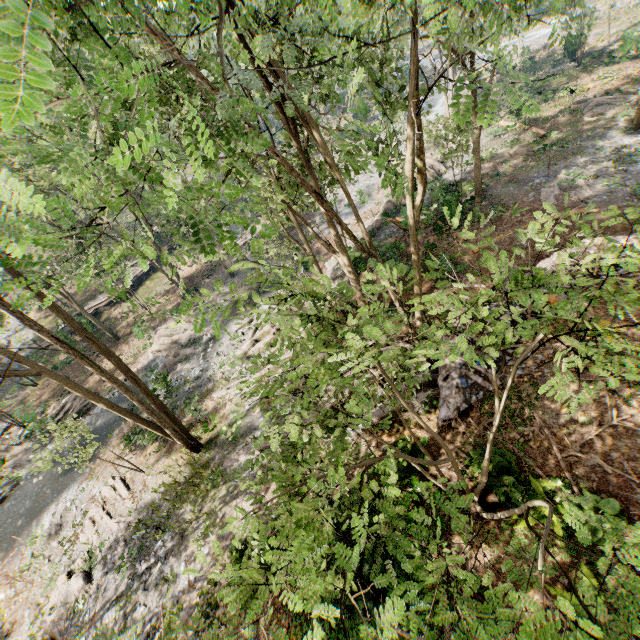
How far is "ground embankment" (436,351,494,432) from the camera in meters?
11.0

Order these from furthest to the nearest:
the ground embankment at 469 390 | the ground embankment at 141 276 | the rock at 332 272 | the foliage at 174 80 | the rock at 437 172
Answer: the ground embankment at 141 276
the rock at 437 172
the rock at 332 272
the ground embankment at 469 390
the foliage at 174 80

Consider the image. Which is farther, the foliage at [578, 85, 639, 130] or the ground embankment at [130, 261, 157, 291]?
the ground embankment at [130, 261, 157, 291]

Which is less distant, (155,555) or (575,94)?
(155,555)

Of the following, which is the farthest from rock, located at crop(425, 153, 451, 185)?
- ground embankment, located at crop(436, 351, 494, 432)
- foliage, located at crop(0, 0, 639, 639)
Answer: ground embankment, located at crop(436, 351, 494, 432)

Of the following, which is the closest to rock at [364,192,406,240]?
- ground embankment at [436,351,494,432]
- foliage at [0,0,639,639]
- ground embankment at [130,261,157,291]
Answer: foliage at [0,0,639,639]

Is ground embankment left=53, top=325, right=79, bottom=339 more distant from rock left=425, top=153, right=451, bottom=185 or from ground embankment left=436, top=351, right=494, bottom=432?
ground embankment left=436, top=351, right=494, bottom=432

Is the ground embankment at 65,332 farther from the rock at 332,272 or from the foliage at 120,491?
the rock at 332,272
